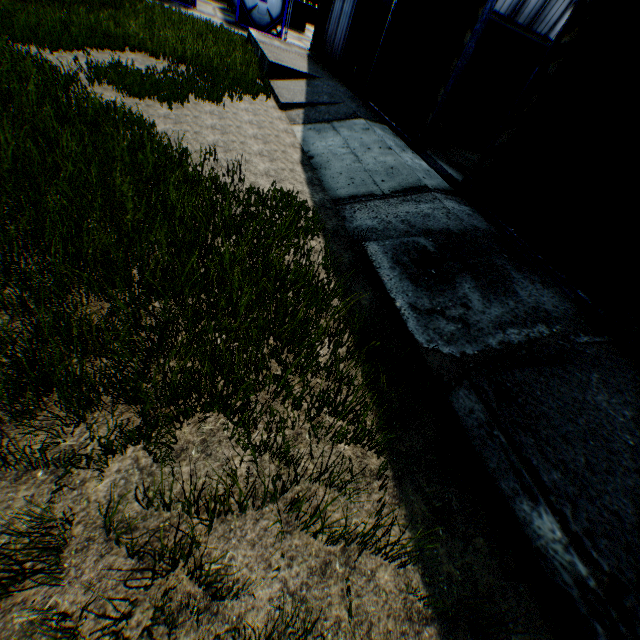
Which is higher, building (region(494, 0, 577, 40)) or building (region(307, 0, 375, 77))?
building (region(494, 0, 577, 40))

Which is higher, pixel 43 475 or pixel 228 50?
pixel 228 50

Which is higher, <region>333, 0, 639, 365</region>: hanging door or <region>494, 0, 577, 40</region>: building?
<region>494, 0, 577, 40</region>: building

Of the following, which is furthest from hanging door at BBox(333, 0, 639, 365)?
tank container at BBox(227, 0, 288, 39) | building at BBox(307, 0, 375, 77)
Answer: tank container at BBox(227, 0, 288, 39)

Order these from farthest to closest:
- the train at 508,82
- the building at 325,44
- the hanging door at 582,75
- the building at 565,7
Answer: the building at 565,7
the train at 508,82
the building at 325,44
the hanging door at 582,75

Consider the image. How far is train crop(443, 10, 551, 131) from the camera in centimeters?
1365cm

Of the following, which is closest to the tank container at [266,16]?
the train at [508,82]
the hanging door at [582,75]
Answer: the train at [508,82]

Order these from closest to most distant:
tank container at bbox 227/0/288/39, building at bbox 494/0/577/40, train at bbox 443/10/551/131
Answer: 1. train at bbox 443/10/551/131
2. building at bbox 494/0/577/40
3. tank container at bbox 227/0/288/39
